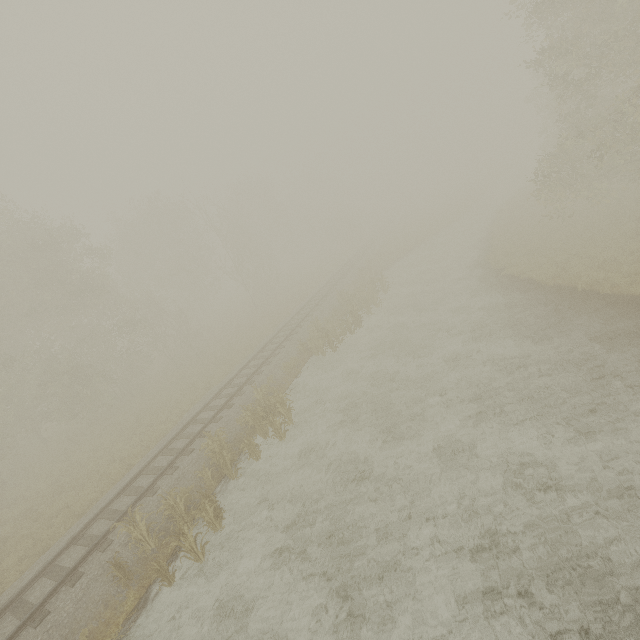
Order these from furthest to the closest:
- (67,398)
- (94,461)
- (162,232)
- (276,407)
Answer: (162,232), (67,398), (94,461), (276,407)

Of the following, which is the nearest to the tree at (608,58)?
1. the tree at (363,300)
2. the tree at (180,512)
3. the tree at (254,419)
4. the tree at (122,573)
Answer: the tree at (363,300)

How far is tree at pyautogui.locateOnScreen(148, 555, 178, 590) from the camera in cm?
877

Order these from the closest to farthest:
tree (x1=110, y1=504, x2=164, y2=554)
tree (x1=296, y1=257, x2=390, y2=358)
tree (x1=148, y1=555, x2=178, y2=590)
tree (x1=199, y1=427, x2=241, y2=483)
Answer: tree (x1=148, y1=555, x2=178, y2=590) → tree (x1=110, y1=504, x2=164, y2=554) → tree (x1=199, y1=427, x2=241, y2=483) → tree (x1=296, y1=257, x2=390, y2=358)

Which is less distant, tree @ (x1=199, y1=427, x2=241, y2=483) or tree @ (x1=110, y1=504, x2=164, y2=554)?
tree @ (x1=110, y1=504, x2=164, y2=554)

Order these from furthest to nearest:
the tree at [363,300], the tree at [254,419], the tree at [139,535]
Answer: the tree at [363,300], the tree at [254,419], the tree at [139,535]

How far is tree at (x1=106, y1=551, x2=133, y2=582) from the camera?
9.0m

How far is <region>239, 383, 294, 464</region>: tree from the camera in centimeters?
1251cm
